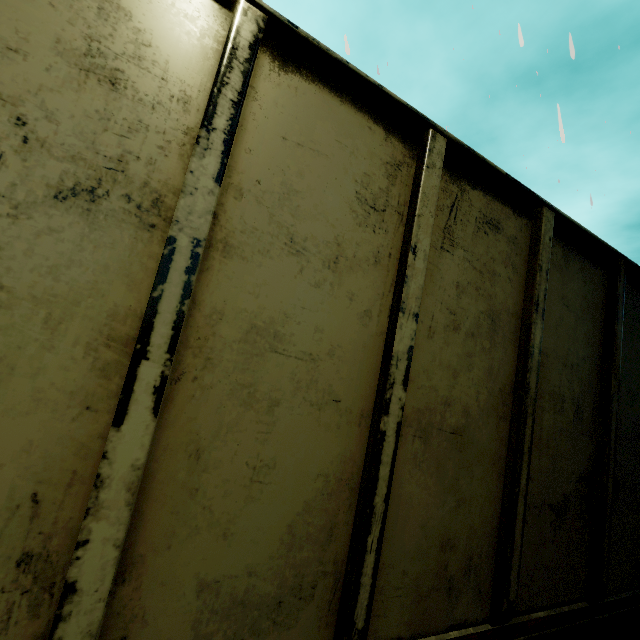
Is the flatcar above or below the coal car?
below

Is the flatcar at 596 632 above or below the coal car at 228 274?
below

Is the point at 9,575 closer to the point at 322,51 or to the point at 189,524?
the point at 189,524

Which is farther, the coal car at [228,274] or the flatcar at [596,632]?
the flatcar at [596,632]

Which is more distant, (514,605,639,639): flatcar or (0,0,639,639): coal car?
(514,605,639,639): flatcar
